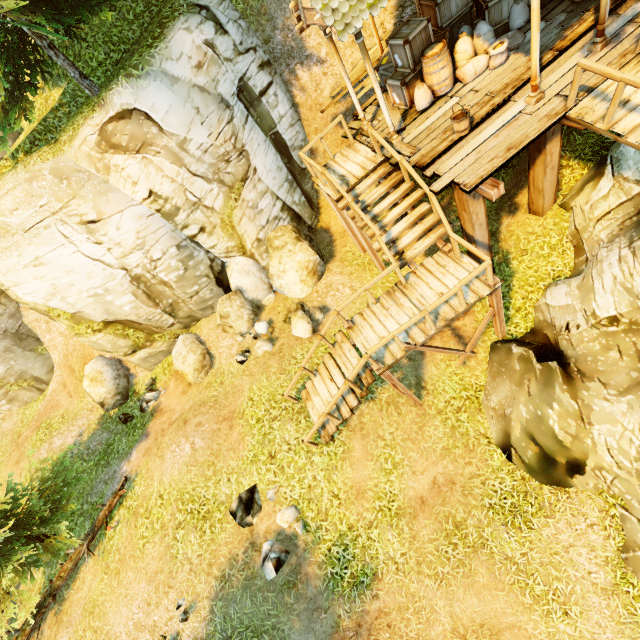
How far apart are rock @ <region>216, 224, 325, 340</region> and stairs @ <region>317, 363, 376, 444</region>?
3.12m

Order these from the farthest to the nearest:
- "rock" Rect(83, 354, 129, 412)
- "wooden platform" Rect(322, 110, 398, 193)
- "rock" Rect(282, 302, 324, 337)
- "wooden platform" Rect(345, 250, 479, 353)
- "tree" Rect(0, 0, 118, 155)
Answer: "rock" Rect(83, 354, 129, 412), "rock" Rect(282, 302, 324, 337), "wooden platform" Rect(322, 110, 398, 193), "wooden platform" Rect(345, 250, 479, 353), "tree" Rect(0, 0, 118, 155)

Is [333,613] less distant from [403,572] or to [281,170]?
[403,572]

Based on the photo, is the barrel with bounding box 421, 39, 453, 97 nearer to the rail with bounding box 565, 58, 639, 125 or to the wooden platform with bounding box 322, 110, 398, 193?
the wooden platform with bounding box 322, 110, 398, 193

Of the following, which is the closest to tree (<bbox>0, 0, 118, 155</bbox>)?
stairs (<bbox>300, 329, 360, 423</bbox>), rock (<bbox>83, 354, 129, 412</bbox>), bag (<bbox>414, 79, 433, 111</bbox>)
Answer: rock (<bbox>83, 354, 129, 412</bbox>)

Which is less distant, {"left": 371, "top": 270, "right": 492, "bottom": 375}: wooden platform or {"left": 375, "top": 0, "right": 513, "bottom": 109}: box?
{"left": 371, "top": 270, "right": 492, "bottom": 375}: wooden platform

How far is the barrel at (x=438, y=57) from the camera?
8.0 meters

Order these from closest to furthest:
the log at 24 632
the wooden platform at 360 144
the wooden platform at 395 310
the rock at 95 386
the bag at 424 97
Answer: the wooden platform at 395 310 → the bag at 424 97 → the wooden platform at 360 144 → the log at 24 632 → the rock at 95 386
